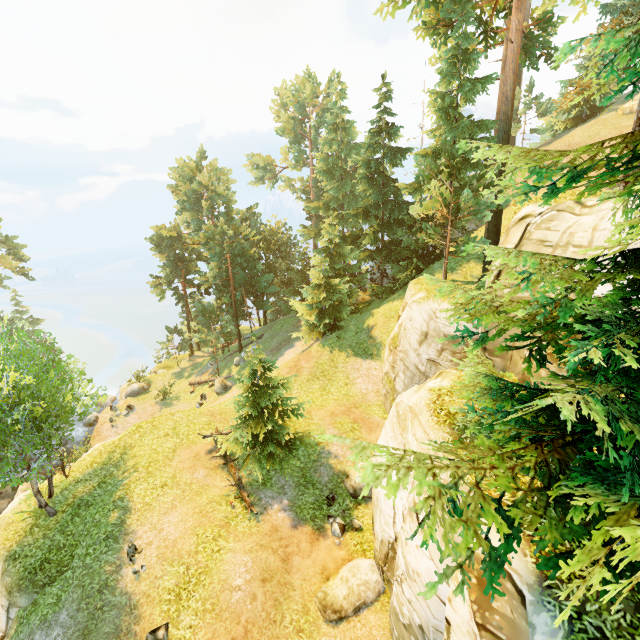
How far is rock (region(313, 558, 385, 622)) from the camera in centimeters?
1059cm

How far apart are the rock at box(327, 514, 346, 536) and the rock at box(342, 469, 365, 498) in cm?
115

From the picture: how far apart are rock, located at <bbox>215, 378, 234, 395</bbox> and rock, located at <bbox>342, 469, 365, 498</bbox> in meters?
15.7

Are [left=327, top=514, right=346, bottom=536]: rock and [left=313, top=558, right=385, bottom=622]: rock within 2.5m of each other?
yes

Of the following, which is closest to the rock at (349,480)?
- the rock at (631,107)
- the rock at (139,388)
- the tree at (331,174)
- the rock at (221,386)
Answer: the tree at (331,174)

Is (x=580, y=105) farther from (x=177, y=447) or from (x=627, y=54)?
(x=177, y=447)

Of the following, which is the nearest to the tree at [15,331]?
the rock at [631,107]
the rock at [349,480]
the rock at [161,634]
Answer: the rock at [349,480]

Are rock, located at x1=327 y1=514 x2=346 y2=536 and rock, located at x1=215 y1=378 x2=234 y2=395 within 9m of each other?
no
